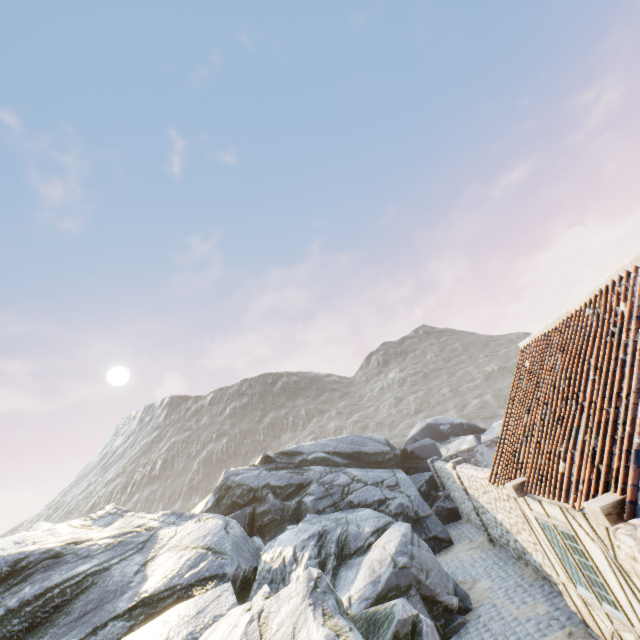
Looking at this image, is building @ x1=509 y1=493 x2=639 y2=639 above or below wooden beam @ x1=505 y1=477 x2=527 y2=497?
below

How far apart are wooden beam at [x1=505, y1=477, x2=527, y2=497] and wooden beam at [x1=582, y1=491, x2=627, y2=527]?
2.56m

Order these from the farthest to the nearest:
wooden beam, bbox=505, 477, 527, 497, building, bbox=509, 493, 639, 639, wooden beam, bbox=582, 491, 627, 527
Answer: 1. wooden beam, bbox=505, 477, 527, 497
2. building, bbox=509, 493, 639, 639
3. wooden beam, bbox=582, 491, 627, 527

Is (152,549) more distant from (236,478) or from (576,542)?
(576,542)

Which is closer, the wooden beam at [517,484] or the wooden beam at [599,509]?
the wooden beam at [599,509]

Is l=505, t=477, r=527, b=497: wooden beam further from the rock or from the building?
the rock

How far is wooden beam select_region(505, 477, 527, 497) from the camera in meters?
6.7

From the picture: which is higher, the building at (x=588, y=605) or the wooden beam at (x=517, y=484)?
the wooden beam at (x=517, y=484)
